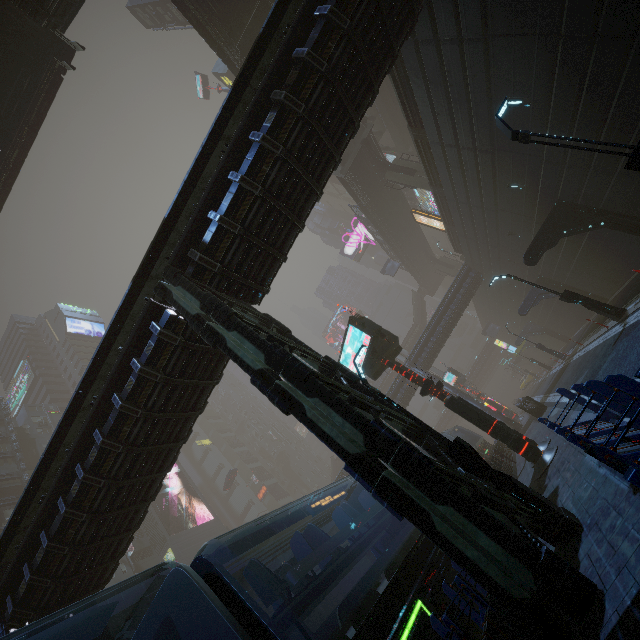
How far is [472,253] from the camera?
30.6m

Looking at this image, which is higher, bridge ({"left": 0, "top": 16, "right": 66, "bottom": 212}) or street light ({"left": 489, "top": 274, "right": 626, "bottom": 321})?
bridge ({"left": 0, "top": 16, "right": 66, "bottom": 212})

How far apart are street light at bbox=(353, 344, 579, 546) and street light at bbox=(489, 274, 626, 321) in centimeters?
1189cm

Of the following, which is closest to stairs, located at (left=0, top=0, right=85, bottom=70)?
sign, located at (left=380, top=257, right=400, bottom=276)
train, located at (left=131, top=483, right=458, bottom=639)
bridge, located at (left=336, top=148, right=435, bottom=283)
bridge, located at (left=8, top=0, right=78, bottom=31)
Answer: bridge, located at (left=8, top=0, right=78, bottom=31)

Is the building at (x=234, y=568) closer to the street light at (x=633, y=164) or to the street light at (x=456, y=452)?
the street light at (x=456, y=452)

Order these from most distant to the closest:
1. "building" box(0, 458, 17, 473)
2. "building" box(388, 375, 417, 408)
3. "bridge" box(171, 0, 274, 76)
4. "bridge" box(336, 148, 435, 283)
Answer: "building" box(0, 458, 17, 473) < "building" box(388, 375, 417, 408) < "bridge" box(336, 148, 435, 283) < "bridge" box(171, 0, 274, 76)

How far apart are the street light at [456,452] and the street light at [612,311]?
11.9 meters

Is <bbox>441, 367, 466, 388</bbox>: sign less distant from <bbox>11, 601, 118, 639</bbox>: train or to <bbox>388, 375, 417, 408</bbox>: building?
<bbox>388, 375, 417, 408</bbox>: building
